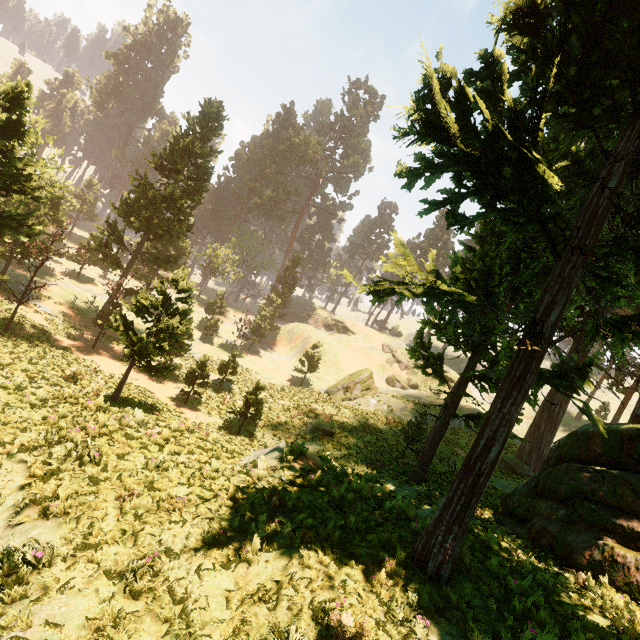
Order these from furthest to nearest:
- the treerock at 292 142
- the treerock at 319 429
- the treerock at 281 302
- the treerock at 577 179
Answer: the treerock at 292 142, the treerock at 281 302, the treerock at 319 429, the treerock at 577 179

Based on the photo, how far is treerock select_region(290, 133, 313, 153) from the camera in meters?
57.4 m

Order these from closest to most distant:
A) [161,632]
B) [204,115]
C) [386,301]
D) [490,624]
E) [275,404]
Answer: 1. [161,632]
2. [490,624]
3. [386,301]
4. [275,404]
5. [204,115]

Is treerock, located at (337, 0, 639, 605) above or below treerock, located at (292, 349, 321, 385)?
above

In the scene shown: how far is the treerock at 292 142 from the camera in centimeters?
5737cm

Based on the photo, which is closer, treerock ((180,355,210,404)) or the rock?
treerock ((180,355,210,404))

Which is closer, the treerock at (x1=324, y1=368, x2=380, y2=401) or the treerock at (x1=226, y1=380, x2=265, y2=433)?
the treerock at (x1=226, y1=380, x2=265, y2=433)
